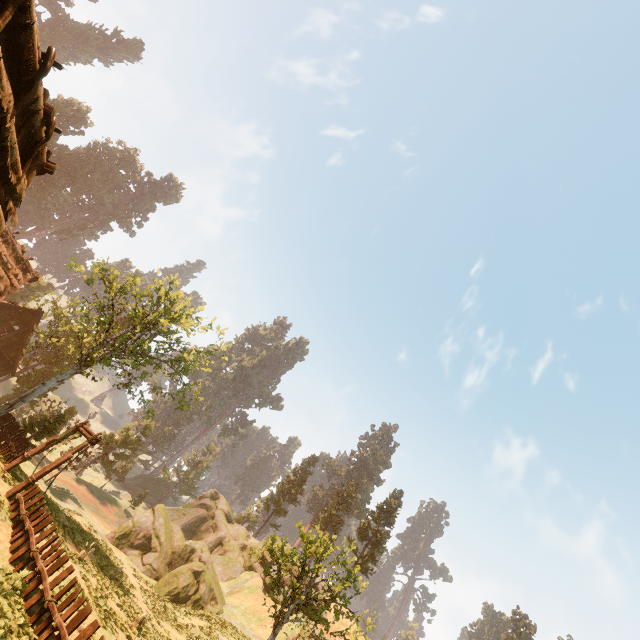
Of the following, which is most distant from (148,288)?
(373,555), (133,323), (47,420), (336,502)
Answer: (336,502)

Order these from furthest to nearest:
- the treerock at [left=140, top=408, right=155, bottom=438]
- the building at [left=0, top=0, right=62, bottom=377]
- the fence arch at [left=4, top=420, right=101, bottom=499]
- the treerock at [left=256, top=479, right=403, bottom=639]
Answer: the treerock at [left=140, top=408, right=155, bottom=438] → the treerock at [left=256, top=479, right=403, bottom=639] → the fence arch at [left=4, top=420, right=101, bottom=499] → the building at [left=0, top=0, right=62, bottom=377]

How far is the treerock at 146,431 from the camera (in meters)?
28.49

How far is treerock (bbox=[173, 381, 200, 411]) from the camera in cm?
2766

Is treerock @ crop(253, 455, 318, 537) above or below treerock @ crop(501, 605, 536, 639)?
below

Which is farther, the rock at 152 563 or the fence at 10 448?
the rock at 152 563

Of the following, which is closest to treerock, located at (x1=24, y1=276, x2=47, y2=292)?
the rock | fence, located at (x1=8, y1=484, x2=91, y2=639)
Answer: the rock
